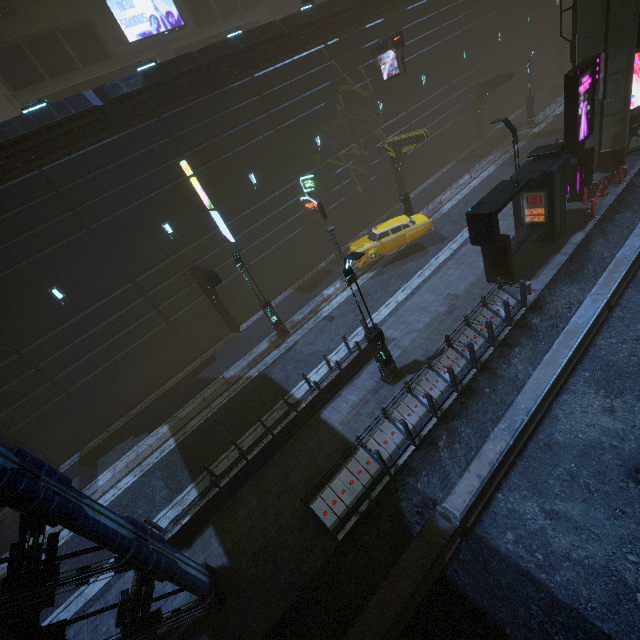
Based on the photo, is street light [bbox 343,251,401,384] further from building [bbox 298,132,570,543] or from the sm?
the sm

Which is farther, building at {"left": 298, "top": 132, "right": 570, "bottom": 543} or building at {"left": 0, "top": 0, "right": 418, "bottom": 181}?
building at {"left": 0, "top": 0, "right": 418, "bottom": 181}

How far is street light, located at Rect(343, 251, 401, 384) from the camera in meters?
9.5

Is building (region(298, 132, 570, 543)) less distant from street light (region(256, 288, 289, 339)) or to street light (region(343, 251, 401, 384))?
street light (region(343, 251, 401, 384))

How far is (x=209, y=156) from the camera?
17.9 meters

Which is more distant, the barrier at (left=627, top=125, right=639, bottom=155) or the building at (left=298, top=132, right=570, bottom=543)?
the barrier at (left=627, top=125, right=639, bottom=155)

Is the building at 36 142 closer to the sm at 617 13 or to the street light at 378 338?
the sm at 617 13

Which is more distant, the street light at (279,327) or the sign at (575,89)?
the street light at (279,327)
